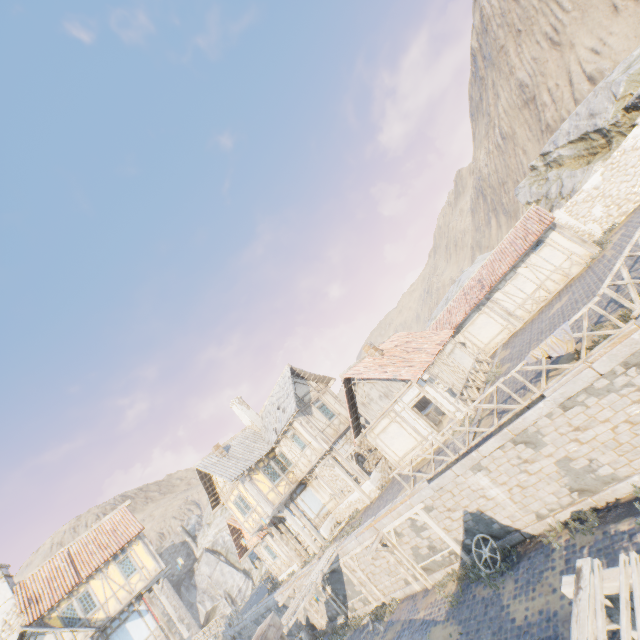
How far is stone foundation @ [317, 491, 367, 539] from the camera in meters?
20.6

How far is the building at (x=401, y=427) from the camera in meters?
15.8 m

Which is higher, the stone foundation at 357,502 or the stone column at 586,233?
the stone column at 586,233

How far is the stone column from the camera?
20.14m

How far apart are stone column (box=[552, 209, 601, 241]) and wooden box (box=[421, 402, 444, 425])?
14.1m

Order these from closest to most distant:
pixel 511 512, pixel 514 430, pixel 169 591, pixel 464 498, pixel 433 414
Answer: pixel 514 430 < pixel 511 512 < pixel 464 498 < pixel 433 414 < pixel 169 591

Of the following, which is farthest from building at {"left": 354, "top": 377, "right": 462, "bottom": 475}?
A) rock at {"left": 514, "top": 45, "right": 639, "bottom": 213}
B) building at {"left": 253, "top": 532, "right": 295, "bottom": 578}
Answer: building at {"left": 253, "top": 532, "right": 295, "bottom": 578}

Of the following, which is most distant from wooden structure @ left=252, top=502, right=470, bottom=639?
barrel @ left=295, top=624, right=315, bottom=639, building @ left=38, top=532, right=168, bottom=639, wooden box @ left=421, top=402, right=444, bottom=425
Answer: wooden box @ left=421, top=402, right=444, bottom=425
